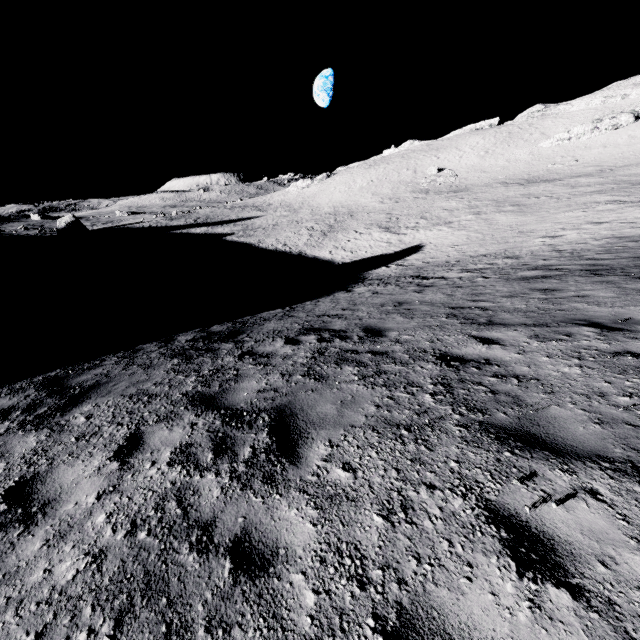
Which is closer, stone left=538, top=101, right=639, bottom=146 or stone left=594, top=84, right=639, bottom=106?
stone left=538, top=101, right=639, bottom=146

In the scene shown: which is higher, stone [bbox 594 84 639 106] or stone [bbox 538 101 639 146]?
stone [bbox 594 84 639 106]

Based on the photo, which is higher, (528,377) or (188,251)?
(528,377)

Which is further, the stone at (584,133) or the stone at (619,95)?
the stone at (619,95)

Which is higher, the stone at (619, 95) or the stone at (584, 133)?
the stone at (619, 95)
